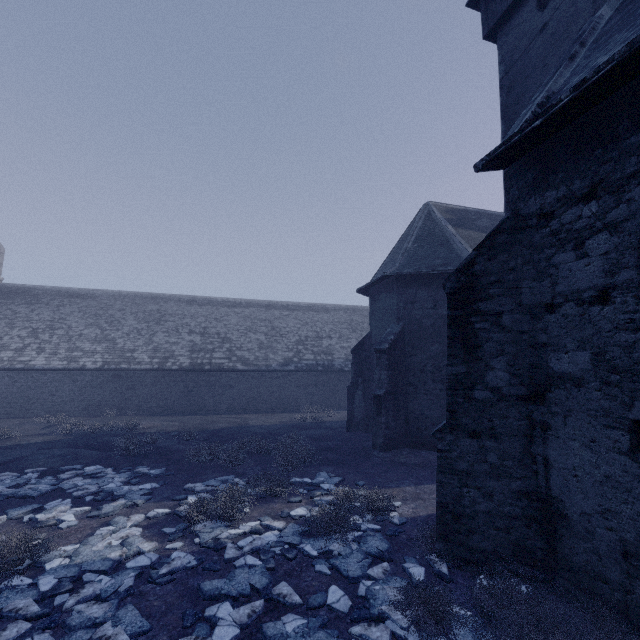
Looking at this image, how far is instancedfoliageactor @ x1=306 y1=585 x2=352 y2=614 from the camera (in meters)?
4.47

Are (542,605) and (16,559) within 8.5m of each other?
yes

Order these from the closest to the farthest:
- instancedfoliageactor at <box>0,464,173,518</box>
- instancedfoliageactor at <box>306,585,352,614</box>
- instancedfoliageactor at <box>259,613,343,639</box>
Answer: instancedfoliageactor at <box>259,613,343,639</box> → instancedfoliageactor at <box>306,585,352,614</box> → instancedfoliageactor at <box>0,464,173,518</box>

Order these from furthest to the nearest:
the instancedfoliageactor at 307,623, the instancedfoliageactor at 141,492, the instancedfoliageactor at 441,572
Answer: the instancedfoliageactor at 141,492, the instancedfoliageactor at 441,572, the instancedfoliageactor at 307,623

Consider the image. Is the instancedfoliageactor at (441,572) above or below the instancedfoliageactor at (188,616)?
above

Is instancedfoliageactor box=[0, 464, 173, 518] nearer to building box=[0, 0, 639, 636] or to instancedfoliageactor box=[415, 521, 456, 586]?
instancedfoliageactor box=[415, 521, 456, 586]

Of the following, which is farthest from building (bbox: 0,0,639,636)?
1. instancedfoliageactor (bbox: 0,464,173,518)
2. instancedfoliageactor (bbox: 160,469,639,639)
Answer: instancedfoliageactor (bbox: 0,464,173,518)
